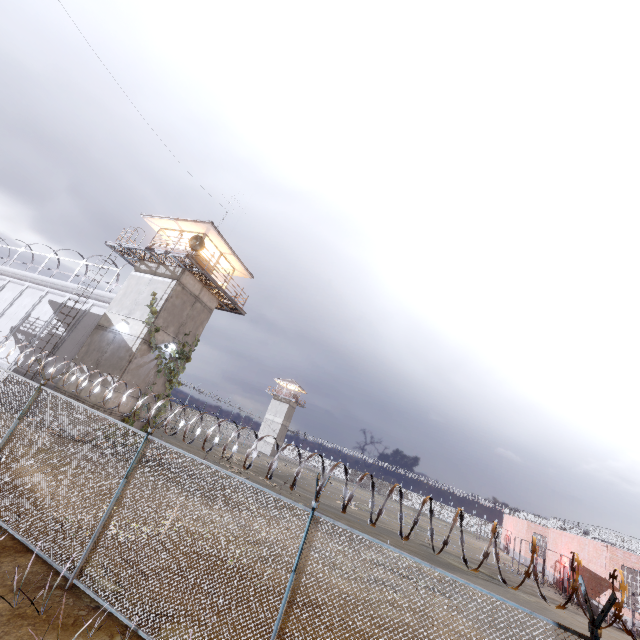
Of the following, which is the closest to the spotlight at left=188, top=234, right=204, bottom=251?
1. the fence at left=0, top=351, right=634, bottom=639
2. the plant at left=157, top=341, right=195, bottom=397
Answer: the plant at left=157, top=341, right=195, bottom=397

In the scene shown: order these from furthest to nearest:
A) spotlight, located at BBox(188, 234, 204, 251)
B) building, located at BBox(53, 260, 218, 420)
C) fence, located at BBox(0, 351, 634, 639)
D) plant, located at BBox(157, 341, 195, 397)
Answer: plant, located at BBox(157, 341, 195, 397) < spotlight, located at BBox(188, 234, 204, 251) < building, located at BBox(53, 260, 218, 420) < fence, located at BBox(0, 351, 634, 639)

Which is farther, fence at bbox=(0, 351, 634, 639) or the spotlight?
the spotlight

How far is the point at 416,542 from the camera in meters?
25.9

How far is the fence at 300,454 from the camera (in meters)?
5.56

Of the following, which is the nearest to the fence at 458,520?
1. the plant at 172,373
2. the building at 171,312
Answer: the building at 171,312

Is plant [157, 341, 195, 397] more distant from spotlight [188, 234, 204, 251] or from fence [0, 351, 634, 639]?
fence [0, 351, 634, 639]
